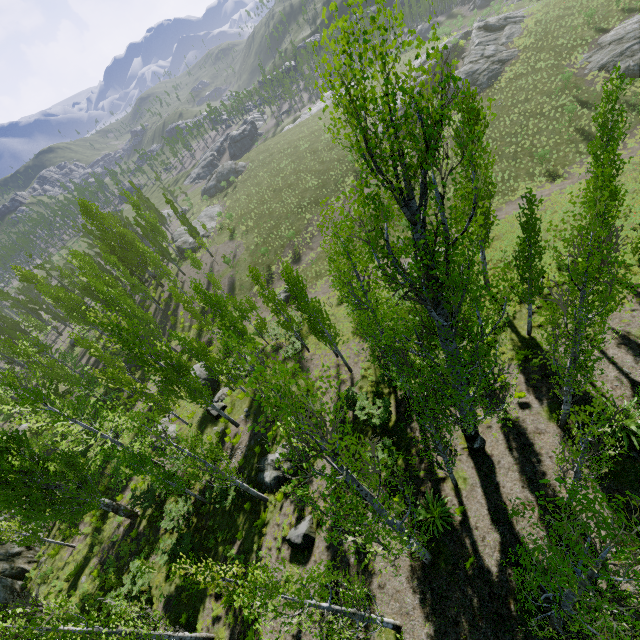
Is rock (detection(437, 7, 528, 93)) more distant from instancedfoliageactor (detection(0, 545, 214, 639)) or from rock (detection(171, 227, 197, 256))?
rock (detection(171, 227, 197, 256))

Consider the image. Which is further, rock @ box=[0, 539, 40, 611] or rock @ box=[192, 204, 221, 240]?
rock @ box=[192, 204, 221, 240]

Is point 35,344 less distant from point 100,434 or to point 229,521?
point 100,434

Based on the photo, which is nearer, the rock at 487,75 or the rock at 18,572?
the rock at 18,572

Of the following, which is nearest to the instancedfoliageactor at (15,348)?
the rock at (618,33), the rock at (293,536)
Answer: the rock at (293,536)

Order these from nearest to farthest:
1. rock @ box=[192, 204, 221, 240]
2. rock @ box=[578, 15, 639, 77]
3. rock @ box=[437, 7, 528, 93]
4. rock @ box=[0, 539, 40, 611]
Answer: rock @ box=[0, 539, 40, 611]
rock @ box=[578, 15, 639, 77]
rock @ box=[437, 7, 528, 93]
rock @ box=[192, 204, 221, 240]

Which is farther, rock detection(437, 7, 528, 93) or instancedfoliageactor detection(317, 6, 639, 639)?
rock detection(437, 7, 528, 93)

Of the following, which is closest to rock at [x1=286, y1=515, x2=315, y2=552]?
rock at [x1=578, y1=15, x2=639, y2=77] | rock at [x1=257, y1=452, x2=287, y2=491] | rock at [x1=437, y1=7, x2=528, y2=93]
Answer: rock at [x1=257, y1=452, x2=287, y2=491]
